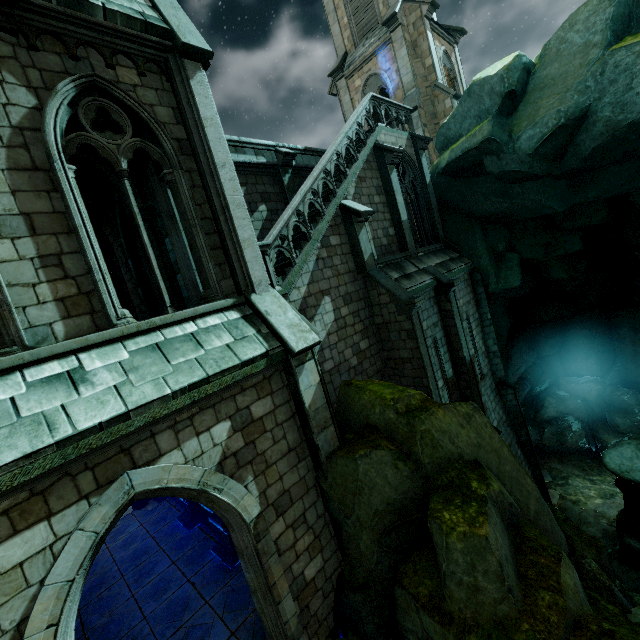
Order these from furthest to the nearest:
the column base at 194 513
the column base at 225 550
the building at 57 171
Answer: the column base at 194 513, the column base at 225 550, the building at 57 171

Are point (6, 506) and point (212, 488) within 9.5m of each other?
yes

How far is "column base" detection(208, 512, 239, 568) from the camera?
9.5m

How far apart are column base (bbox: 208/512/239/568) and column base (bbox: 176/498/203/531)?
1.7 meters

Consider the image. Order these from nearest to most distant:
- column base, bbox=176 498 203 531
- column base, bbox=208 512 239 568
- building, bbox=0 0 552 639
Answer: building, bbox=0 0 552 639 < column base, bbox=208 512 239 568 < column base, bbox=176 498 203 531

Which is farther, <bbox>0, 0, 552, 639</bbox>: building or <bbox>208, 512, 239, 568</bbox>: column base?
<bbox>208, 512, 239, 568</bbox>: column base

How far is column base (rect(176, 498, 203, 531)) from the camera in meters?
11.7 m

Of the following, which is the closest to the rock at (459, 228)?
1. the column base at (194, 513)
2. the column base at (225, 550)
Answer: the column base at (225, 550)
